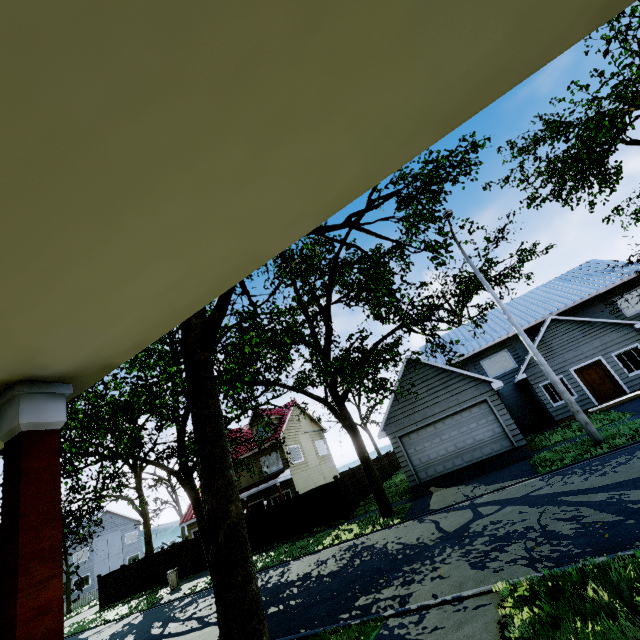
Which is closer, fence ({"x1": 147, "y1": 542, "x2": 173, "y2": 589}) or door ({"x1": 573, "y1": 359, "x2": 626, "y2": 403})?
door ({"x1": 573, "y1": 359, "x2": 626, "y2": 403})

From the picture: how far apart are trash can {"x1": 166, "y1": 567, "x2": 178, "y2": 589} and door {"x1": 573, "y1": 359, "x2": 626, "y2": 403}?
26.49m

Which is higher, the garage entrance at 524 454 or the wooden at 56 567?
the wooden at 56 567

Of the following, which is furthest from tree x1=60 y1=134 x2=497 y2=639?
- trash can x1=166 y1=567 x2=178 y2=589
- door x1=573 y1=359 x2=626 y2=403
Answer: door x1=573 y1=359 x2=626 y2=403

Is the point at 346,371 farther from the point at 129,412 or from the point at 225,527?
the point at 129,412

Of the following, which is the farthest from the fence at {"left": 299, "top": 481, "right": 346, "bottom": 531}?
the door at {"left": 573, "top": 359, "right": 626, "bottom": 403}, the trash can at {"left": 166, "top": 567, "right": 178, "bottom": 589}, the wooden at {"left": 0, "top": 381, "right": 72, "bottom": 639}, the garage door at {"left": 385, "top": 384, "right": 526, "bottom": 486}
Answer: the door at {"left": 573, "top": 359, "right": 626, "bottom": 403}

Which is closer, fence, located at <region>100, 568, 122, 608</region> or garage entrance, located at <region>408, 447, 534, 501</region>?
garage entrance, located at <region>408, 447, 534, 501</region>

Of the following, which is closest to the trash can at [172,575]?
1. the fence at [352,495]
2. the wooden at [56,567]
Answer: the fence at [352,495]
